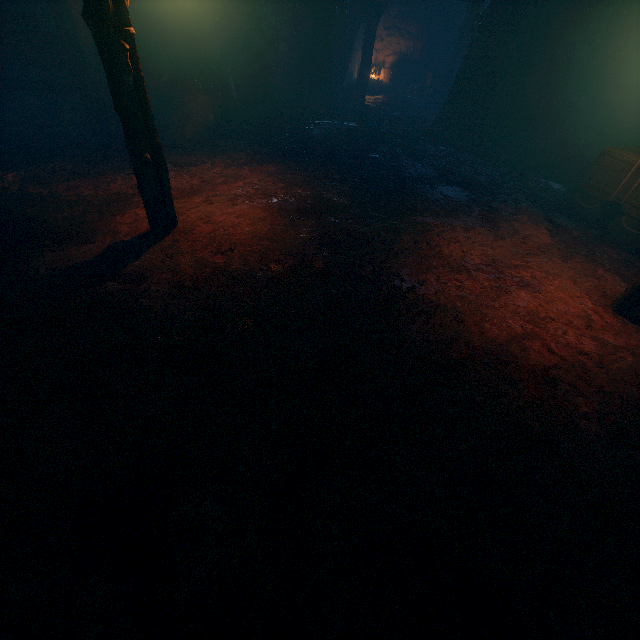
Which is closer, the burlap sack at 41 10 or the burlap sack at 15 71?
the burlap sack at 41 10

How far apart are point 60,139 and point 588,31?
15.5m

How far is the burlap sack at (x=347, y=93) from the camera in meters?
16.2

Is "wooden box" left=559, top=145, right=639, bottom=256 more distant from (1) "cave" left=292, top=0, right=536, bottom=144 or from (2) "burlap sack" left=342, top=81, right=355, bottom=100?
(1) "cave" left=292, top=0, right=536, bottom=144

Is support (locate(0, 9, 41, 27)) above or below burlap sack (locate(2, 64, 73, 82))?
above

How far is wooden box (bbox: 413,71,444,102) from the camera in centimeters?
1762cm

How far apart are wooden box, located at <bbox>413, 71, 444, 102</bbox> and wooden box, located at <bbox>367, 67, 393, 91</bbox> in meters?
1.6 m

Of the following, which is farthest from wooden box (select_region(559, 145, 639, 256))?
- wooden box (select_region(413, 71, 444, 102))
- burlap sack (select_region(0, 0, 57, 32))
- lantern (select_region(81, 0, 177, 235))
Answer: wooden box (select_region(413, 71, 444, 102))
